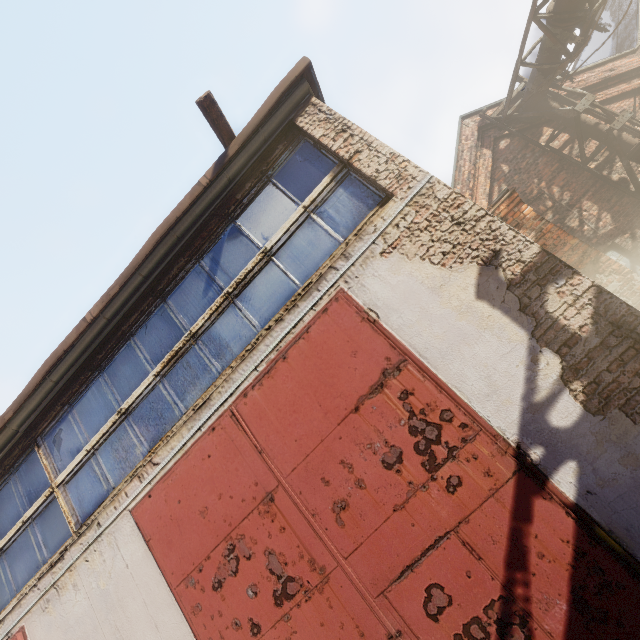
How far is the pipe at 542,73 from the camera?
7.4m

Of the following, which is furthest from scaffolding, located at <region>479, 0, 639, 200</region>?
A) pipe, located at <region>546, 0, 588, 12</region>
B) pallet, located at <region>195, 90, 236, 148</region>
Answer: pallet, located at <region>195, 90, 236, 148</region>

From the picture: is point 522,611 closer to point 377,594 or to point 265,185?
point 377,594

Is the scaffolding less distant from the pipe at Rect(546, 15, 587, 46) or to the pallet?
the pipe at Rect(546, 15, 587, 46)

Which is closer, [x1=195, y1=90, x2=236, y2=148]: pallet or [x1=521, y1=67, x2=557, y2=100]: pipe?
[x1=195, y1=90, x2=236, y2=148]: pallet

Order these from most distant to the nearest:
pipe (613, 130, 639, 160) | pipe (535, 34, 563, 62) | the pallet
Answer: pipe (613, 130, 639, 160) < pipe (535, 34, 563, 62) < the pallet

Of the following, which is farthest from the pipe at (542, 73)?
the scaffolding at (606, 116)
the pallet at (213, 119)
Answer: the pallet at (213, 119)
